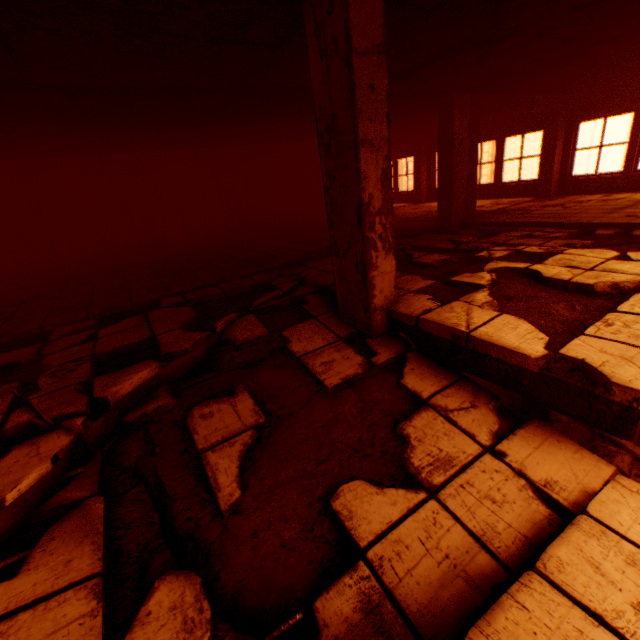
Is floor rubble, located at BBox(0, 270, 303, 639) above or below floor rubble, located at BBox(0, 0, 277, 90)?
below

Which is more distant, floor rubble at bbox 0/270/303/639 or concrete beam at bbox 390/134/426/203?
concrete beam at bbox 390/134/426/203

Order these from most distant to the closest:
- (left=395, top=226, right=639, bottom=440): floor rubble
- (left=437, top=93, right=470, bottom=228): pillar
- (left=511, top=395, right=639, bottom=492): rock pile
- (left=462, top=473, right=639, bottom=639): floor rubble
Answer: (left=437, top=93, right=470, bottom=228): pillar → (left=511, top=395, right=639, bottom=492): rock pile → (left=395, top=226, right=639, bottom=440): floor rubble → (left=462, top=473, right=639, bottom=639): floor rubble

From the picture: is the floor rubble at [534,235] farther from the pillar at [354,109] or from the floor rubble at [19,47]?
the floor rubble at [19,47]

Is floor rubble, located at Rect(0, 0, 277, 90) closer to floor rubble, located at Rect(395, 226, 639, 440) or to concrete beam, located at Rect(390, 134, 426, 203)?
floor rubble, located at Rect(395, 226, 639, 440)

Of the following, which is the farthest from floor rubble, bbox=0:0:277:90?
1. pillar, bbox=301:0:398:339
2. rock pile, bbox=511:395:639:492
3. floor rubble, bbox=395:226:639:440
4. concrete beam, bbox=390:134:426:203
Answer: concrete beam, bbox=390:134:426:203

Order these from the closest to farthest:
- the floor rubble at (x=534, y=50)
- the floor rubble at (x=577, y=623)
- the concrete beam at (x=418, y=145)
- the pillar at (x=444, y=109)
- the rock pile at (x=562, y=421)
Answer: the floor rubble at (x=577, y=623) < the floor rubble at (x=534, y=50) < the rock pile at (x=562, y=421) < the pillar at (x=444, y=109) < the concrete beam at (x=418, y=145)

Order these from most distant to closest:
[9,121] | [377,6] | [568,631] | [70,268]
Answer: [70,268], [9,121], [377,6], [568,631]
